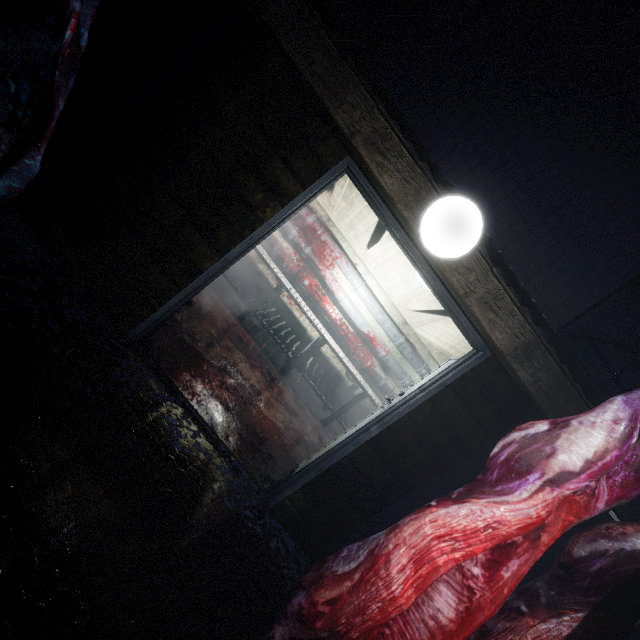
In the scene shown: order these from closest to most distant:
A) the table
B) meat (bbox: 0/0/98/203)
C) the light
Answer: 1. meat (bbox: 0/0/98/203)
2. the light
3. the table

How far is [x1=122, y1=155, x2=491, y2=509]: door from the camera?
2.1 meters

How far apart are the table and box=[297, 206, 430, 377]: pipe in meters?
0.7 m

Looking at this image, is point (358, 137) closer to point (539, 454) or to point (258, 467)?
point (539, 454)

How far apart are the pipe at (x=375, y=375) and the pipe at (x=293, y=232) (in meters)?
0.11

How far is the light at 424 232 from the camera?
1.6m

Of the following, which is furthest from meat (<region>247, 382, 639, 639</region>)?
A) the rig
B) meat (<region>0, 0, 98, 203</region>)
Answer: meat (<region>0, 0, 98, 203</region>)

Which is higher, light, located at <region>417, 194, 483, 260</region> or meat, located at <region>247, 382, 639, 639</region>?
light, located at <region>417, 194, 483, 260</region>
